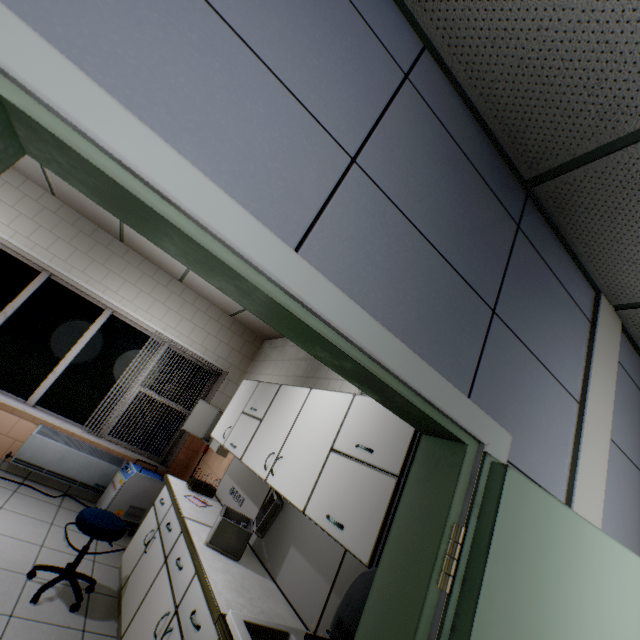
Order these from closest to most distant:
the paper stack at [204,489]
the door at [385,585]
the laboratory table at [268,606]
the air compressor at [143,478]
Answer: the door at [385,585] < the laboratory table at [268,606] < the paper stack at [204,489] < the air compressor at [143,478]

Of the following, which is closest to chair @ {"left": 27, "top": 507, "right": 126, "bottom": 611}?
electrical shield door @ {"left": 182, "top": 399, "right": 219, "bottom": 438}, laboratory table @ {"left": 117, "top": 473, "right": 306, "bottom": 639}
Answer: laboratory table @ {"left": 117, "top": 473, "right": 306, "bottom": 639}

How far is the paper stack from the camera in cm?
351

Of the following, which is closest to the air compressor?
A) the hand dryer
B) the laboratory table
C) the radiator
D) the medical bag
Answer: the radiator

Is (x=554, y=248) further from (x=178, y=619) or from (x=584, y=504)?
(x=178, y=619)

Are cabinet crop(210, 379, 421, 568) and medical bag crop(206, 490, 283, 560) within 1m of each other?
yes

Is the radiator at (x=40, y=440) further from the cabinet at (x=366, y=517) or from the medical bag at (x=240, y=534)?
the medical bag at (x=240, y=534)

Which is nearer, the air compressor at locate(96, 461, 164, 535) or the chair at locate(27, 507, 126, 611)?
the chair at locate(27, 507, 126, 611)
